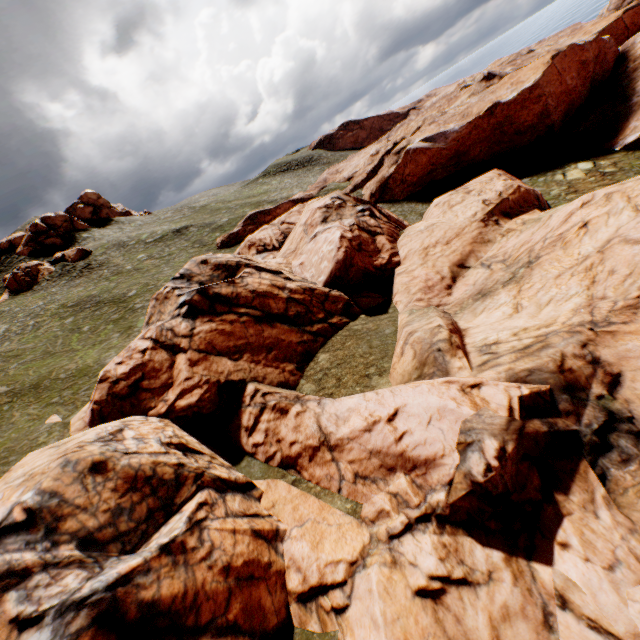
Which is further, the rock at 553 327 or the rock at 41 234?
the rock at 41 234

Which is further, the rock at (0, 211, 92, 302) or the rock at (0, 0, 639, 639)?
the rock at (0, 211, 92, 302)

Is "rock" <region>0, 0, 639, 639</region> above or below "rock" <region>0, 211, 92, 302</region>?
below

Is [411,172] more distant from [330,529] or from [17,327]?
[17,327]

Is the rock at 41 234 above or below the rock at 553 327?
above
